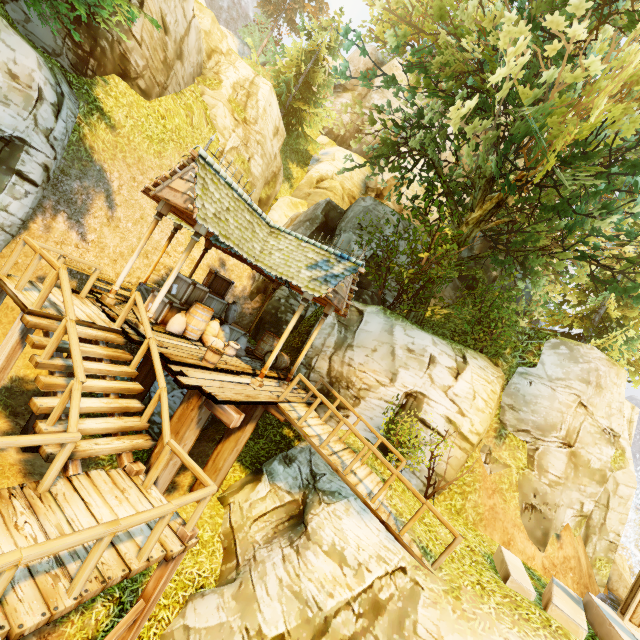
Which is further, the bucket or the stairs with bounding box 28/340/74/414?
the bucket

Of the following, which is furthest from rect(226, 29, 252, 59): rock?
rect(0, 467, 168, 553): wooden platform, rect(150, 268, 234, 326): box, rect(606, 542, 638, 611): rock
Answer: rect(606, 542, 638, 611): rock

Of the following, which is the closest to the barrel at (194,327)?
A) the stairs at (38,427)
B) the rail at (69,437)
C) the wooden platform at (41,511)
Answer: the rail at (69,437)

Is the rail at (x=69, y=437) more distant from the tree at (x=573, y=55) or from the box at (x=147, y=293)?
the tree at (x=573, y=55)

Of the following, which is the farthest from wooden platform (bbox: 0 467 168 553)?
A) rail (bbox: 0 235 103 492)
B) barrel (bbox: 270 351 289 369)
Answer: barrel (bbox: 270 351 289 369)

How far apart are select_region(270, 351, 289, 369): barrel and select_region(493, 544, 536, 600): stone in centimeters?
840cm

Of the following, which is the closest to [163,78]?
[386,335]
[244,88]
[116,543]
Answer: [244,88]

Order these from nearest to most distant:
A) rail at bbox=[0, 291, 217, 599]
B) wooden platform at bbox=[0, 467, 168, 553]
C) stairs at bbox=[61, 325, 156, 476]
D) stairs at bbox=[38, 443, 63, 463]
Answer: rail at bbox=[0, 291, 217, 599] < wooden platform at bbox=[0, 467, 168, 553] < stairs at bbox=[38, 443, 63, 463] < stairs at bbox=[61, 325, 156, 476]
